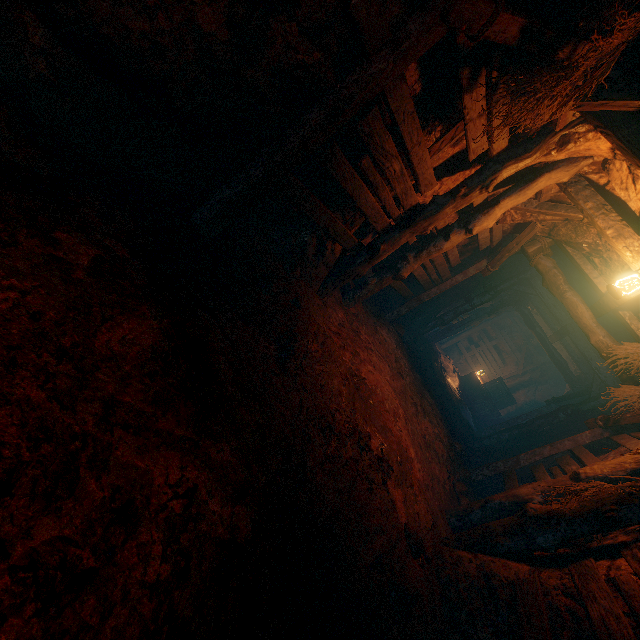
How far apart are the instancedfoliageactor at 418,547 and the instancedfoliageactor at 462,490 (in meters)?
2.95

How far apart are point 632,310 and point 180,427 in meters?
8.4

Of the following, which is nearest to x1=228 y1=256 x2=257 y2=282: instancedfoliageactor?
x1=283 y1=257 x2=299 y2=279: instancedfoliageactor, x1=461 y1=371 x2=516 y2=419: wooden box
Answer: x1=283 y1=257 x2=299 y2=279: instancedfoliageactor

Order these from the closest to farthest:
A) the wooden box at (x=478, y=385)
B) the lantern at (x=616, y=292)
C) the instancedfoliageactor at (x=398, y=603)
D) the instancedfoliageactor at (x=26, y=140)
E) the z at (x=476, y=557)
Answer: the z at (x=476, y=557), the instancedfoliageactor at (x=26, y=140), the instancedfoliageactor at (x=398, y=603), the lantern at (x=616, y=292), the wooden box at (x=478, y=385)

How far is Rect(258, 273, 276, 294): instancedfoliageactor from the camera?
3.7m

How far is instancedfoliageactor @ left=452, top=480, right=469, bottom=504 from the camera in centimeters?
596cm

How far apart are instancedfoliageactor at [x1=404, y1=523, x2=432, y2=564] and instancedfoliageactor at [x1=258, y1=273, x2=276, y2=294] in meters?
3.0

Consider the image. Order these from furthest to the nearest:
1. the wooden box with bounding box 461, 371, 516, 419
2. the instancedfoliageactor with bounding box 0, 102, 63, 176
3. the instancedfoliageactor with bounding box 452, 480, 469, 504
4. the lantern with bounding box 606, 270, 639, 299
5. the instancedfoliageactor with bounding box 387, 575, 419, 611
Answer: the wooden box with bounding box 461, 371, 516, 419, the instancedfoliageactor with bounding box 452, 480, 469, 504, the lantern with bounding box 606, 270, 639, 299, the instancedfoliageactor with bounding box 387, 575, 419, 611, the instancedfoliageactor with bounding box 0, 102, 63, 176
